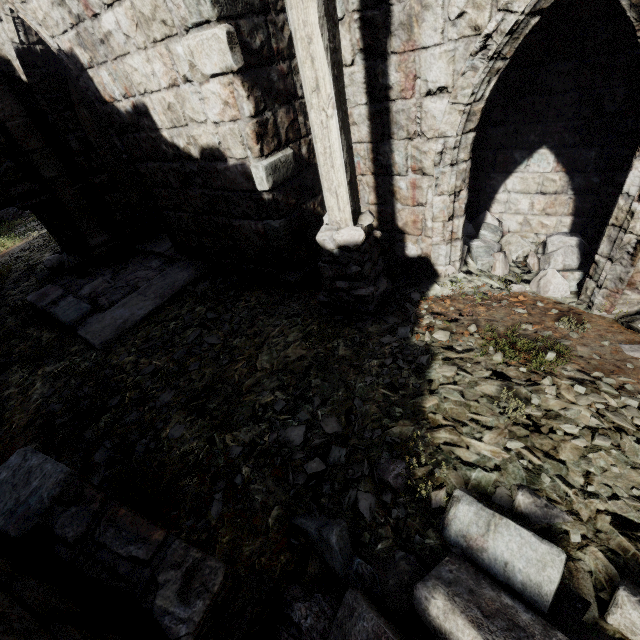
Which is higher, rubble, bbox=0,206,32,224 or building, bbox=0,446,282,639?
building, bbox=0,446,282,639

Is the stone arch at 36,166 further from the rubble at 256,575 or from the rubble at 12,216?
the rubble at 12,216

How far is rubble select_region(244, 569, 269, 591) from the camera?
2.0 meters

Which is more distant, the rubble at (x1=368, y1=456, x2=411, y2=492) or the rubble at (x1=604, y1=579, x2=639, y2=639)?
the rubble at (x1=368, y1=456, x2=411, y2=492)

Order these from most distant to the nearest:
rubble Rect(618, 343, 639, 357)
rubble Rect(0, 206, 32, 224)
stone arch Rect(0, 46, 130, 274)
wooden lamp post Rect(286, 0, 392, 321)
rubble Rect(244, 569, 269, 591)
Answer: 1. rubble Rect(0, 206, 32, 224)
2. stone arch Rect(0, 46, 130, 274)
3. rubble Rect(618, 343, 639, 357)
4. wooden lamp post Rect(286, 0, 392, 321)
5. rubble Rect(244, 569, 269, 591)

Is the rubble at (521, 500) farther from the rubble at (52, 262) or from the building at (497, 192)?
the rubble at (52, 262)

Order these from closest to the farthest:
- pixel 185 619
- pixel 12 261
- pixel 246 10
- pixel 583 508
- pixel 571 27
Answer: pixel 185 619 < pixel 583 508 < pixel 246 10 < pixel 571 27 < pixel 12 261

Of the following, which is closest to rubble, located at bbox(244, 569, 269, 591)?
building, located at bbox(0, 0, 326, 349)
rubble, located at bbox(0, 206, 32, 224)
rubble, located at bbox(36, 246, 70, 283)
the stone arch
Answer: building, located at bbox(0, 0, 326, 349)
